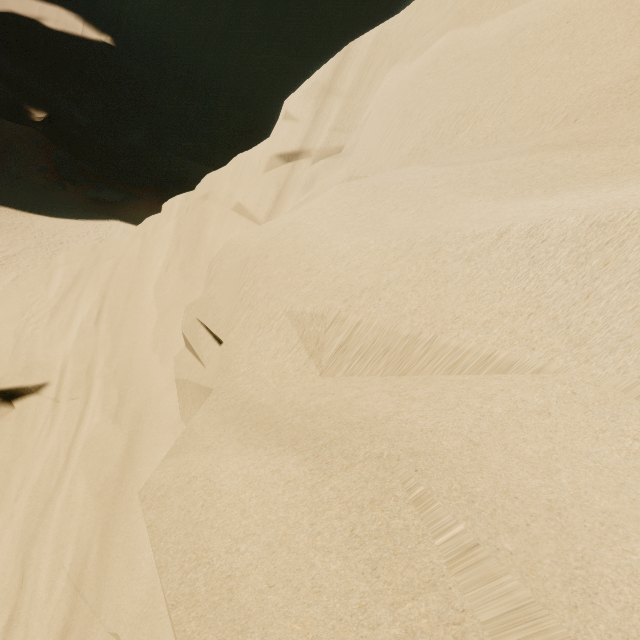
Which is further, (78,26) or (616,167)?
(78,26)
